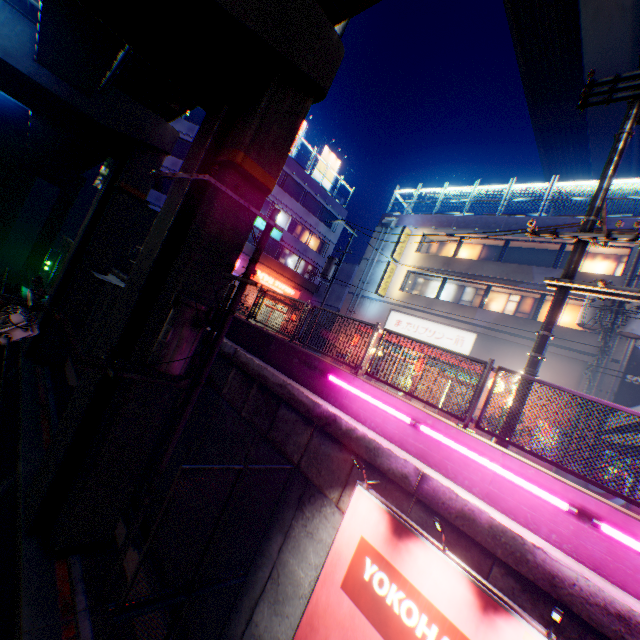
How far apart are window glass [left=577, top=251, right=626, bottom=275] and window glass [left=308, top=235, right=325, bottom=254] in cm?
2270

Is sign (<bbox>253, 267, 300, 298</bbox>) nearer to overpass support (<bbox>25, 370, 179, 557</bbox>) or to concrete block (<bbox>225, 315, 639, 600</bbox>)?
concrete block (<bbox>225, 315, 639, 600</bbox>)

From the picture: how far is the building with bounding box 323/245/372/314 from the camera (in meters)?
25.64

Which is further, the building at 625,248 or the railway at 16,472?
the building at 625,248

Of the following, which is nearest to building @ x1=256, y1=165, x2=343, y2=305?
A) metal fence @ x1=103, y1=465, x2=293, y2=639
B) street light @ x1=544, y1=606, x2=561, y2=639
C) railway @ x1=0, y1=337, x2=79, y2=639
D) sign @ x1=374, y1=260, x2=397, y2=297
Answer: sign @ x1=374, y1=260, x2=397, y2=297

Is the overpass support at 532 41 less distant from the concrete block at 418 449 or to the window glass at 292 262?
the concrete block at 418 449

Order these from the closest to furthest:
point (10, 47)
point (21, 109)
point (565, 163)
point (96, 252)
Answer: point (10, 47) < point (96, 252) < point (21, 109) < point (565, 163)

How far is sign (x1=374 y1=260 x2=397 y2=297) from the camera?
22.88m
